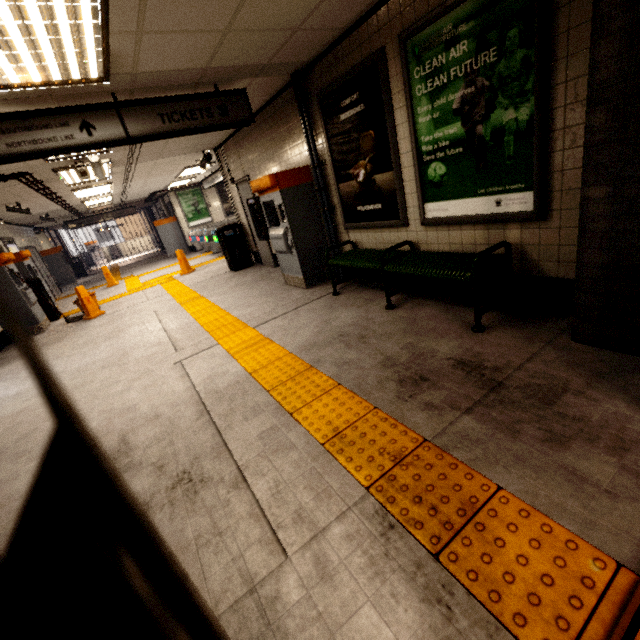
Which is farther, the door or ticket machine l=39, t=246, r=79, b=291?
ticket machine l=39, t=246, r=79, b=291

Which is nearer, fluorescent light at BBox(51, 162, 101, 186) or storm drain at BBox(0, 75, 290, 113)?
A: storm drain at BBox(0, 75, 290, 113)

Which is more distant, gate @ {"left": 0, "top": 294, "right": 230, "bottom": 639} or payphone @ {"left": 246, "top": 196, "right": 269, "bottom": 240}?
payphone @ {"left": 246, "top": 196, "right": 269, "bottom": 240}

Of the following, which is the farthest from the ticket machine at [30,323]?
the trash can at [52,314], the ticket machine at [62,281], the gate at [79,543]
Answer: the gate at [79,543]

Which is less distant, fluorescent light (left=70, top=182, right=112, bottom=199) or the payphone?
the payphone

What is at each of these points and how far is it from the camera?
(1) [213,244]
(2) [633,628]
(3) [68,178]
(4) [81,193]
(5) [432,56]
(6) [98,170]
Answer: (1) ticket barrier, 13.2m
(2) gate, 1.0m
(3) fluorescent light, 6.8m
(4) fluorescent light, 9.1m
(5) sign, 2.9m
(6) window, 5.8m

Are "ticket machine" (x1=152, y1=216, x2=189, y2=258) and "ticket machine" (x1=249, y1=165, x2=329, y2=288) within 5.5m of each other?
no

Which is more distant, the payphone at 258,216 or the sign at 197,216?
the sign at 197,216
